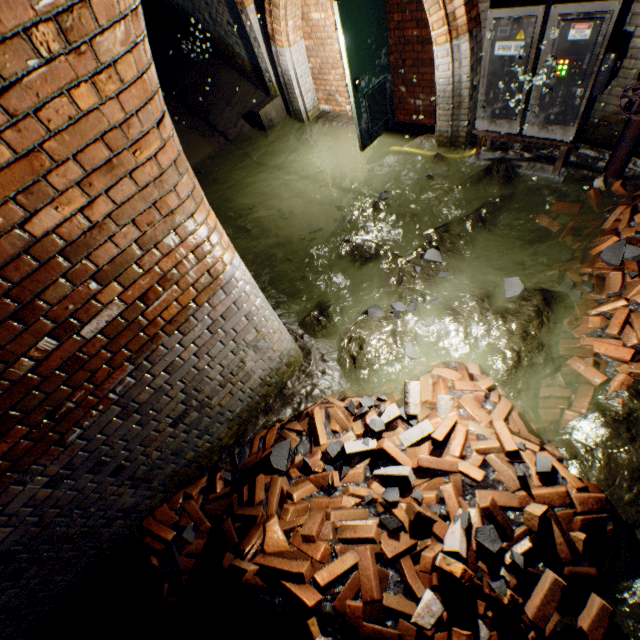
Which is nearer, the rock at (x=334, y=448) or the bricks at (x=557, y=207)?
the rock at (x=334, y=448)

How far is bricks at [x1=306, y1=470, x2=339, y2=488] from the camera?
2.7 meters

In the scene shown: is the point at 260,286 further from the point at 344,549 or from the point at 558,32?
the point at 558,32

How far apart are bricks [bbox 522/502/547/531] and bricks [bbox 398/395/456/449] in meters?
0.4

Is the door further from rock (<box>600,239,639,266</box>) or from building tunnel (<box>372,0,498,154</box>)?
rock (<box>600,239,639,266</box>)

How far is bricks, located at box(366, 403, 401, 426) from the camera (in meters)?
2.98

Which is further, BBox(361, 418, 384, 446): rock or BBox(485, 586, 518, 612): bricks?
BBox(361, 418, 384, 446): rock

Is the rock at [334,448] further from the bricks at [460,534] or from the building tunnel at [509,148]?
the building tunnel at [509,148]
